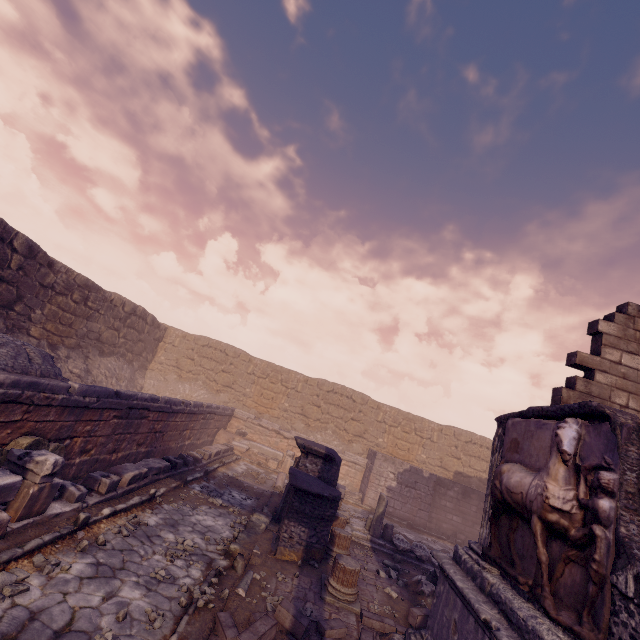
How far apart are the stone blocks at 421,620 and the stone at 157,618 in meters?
4.4

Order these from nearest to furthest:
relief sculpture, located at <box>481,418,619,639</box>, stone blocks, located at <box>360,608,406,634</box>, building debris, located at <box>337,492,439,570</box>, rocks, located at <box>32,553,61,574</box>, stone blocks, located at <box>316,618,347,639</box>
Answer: relief sculpture, located at <box>481,418,619,639</box> → rocks, located at <box>32,553,61,574</box> → stone blocks, located at <box>316,618,347,639</box> → stone blocks, located at <box>360,608,406,634</box> → building debris, located at <box>337,492,439,570</box>

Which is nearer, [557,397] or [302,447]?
[557,397]

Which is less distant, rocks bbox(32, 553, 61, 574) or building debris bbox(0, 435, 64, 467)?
rocks bbox(32, 553, 61, 574)

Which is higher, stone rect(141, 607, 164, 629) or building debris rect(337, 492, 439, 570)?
building debris rect(337, 492, 439, 570)

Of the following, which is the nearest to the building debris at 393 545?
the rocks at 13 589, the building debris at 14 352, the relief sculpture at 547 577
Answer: the relief sculpture at 547 577

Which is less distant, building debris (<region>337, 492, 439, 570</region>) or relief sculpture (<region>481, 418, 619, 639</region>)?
relief sculpture (<region>481, 418, 619, 639</region>)

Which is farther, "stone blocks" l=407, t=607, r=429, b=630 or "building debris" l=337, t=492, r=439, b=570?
"building debris" l=337, t=492, r=439, b=570
